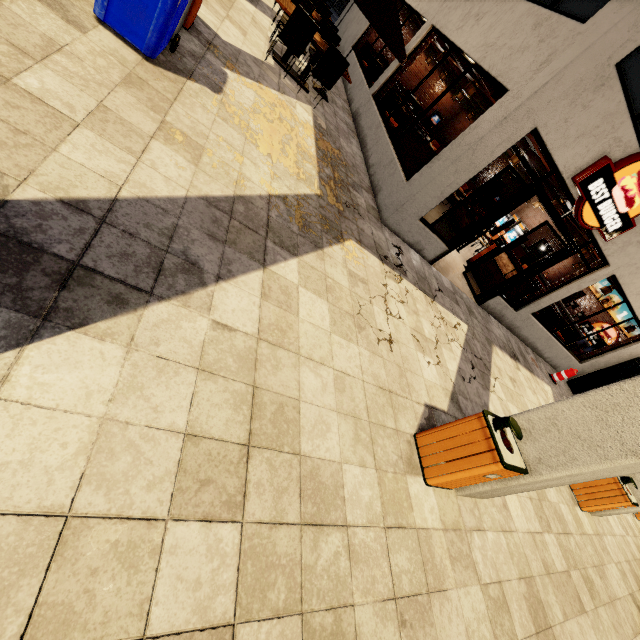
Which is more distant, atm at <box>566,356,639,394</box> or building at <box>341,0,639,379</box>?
atm at <box>566,356,639,394</box>

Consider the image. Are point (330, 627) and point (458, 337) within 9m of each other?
yes

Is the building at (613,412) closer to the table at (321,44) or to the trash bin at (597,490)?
the trash bin at (597,490)

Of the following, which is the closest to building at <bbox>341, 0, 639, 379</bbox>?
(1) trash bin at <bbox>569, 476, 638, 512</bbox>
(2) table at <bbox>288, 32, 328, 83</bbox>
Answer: (1) trash bin at <bbox>569, 476, 638, 512</bbox>

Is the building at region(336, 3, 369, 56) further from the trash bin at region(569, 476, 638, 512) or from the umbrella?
the umbrella

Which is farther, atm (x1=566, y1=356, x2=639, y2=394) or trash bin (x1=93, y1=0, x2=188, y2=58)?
atm (x1=566, y1=356, x2=639, y2=394)

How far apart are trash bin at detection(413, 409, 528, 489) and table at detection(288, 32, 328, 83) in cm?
755

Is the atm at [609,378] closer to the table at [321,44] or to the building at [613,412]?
the building at [613,412]
